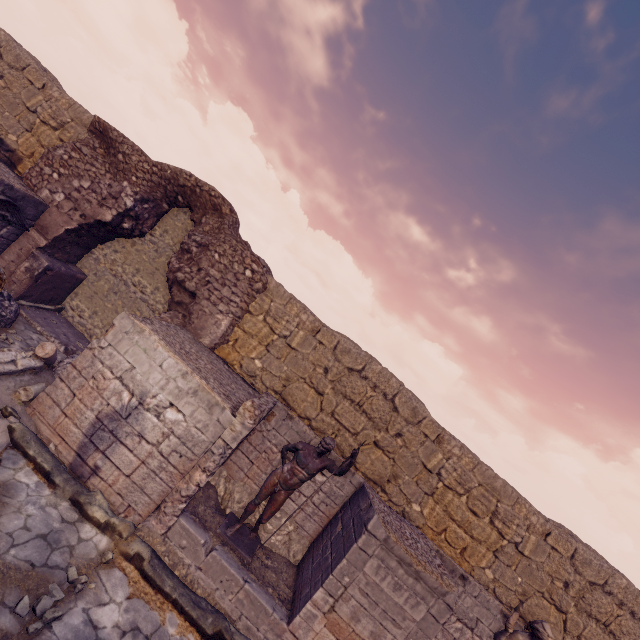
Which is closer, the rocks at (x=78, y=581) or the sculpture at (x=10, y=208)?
the rocks at (x=78, y=581)

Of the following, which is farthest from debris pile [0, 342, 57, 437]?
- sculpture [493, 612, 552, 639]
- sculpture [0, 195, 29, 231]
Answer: sculpture [493, 612, 552, 639]

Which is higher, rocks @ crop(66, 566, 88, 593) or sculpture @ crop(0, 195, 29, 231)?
sculpture @ crop(0, 195, 29, 231)

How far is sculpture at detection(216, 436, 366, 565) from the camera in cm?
602

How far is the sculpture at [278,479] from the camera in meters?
6.0

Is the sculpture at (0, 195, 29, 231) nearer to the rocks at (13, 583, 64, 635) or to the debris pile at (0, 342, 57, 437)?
the debris pile at (0, 342, 57, 437)

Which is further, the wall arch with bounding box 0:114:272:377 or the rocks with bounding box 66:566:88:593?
the wall arch with bounding box 0:114:272:377

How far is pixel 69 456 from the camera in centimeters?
569cm
